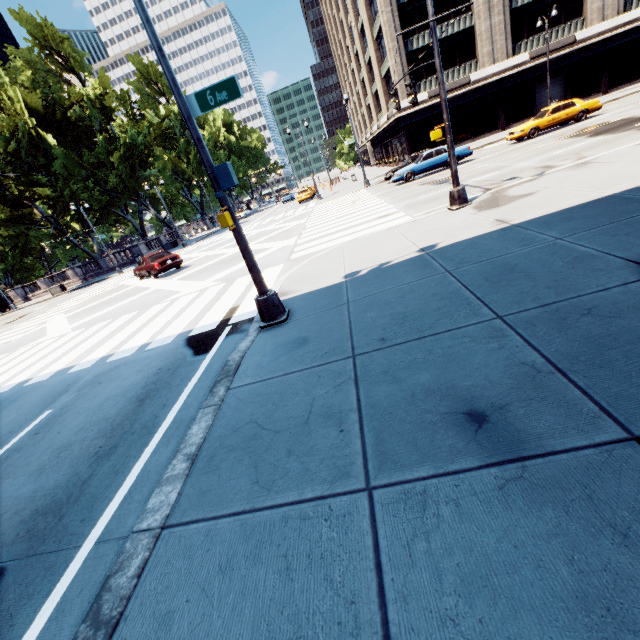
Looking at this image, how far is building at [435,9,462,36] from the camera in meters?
31.2 m

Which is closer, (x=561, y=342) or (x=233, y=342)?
(x=561, y=342)

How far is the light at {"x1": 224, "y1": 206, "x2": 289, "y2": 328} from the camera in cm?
600

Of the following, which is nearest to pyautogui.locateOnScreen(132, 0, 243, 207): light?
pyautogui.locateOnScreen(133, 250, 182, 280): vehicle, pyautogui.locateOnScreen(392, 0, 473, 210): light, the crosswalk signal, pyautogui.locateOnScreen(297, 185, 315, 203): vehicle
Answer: the crosswalk signal

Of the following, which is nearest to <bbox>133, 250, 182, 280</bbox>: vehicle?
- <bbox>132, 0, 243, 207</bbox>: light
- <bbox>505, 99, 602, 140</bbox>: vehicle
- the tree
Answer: <bbox>132, 0, 243, 207</bbox>: light

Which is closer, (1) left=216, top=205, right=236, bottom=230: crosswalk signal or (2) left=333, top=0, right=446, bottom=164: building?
(1) left=216, top=205, right=236, bottom=230: crosswalk signal

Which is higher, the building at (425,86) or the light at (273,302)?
the building at (425,86)

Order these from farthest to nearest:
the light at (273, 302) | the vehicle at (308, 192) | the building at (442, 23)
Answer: the vehicle at (308, 192) → the building at (442, 23) → the light at (273, 302)
